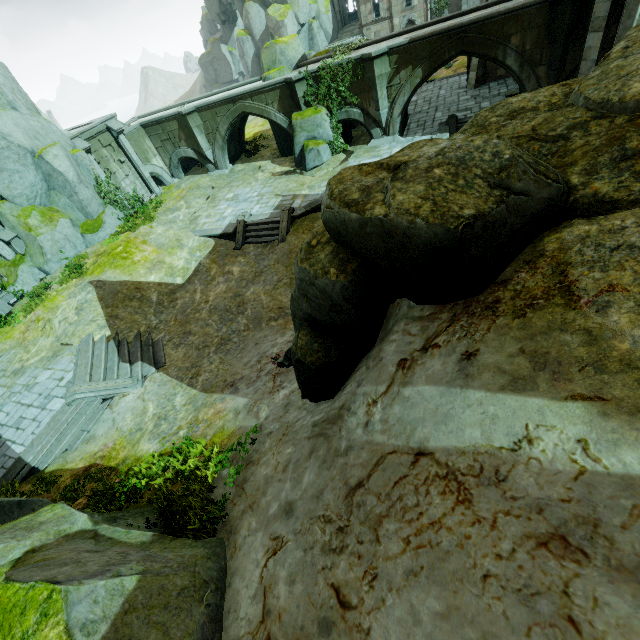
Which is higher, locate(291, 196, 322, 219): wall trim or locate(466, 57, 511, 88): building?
locate(466, 57, 511, 88): building

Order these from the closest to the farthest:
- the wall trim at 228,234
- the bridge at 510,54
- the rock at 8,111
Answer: the bridge at 510,54 → the rock at 8,111 → the wall trim at 228,234

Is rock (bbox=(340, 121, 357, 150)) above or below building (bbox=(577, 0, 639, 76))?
below

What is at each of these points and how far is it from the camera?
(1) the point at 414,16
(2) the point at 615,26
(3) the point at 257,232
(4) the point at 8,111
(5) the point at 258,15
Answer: (1) building, 40.2 meters
(2) building, 15.2 meters
(3) stair, 19.0 meters
(4) rock, 17.6 meters
(5) rock, 44.5 meters

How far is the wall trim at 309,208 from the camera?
18.14m

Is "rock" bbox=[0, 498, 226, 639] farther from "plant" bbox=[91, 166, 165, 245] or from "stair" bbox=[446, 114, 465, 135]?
"stair" bbox=[446, 114, 465, 135]

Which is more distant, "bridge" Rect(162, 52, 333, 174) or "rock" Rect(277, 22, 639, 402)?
"bridge" Rect(162, 52, 333, 174)

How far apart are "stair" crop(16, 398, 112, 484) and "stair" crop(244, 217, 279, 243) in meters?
10.8
